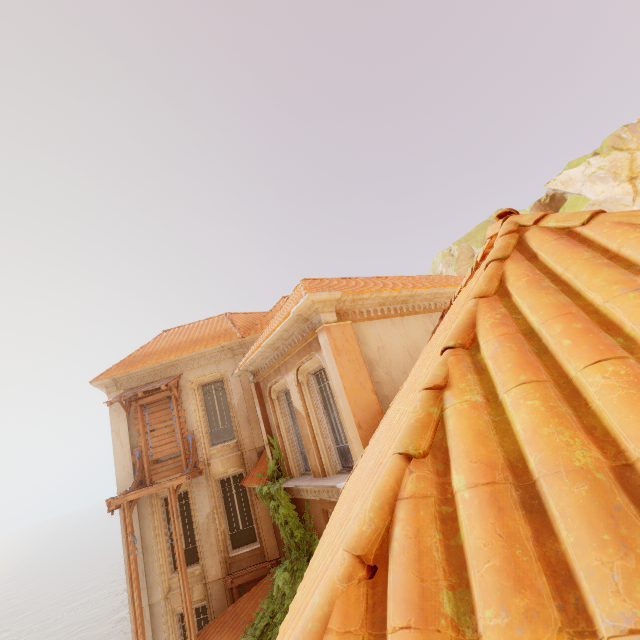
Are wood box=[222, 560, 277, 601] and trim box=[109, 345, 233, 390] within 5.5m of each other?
no

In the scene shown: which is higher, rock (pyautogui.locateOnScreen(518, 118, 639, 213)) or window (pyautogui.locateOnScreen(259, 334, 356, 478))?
rock (pyautogui.locateOnScreen(518, 118, 639, 213))

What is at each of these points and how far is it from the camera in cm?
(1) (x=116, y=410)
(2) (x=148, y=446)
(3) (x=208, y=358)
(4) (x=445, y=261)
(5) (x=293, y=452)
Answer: (1) column, 1319
(2) wood, 1279
(3) trim, 1378
(4) rock, 4444
(5) window, 1019

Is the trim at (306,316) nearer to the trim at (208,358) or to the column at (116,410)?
the trim at (208,358)

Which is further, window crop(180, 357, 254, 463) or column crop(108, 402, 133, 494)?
window crop(180, 357, 254, 463)

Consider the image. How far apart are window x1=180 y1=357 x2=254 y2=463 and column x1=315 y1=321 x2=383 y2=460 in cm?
718

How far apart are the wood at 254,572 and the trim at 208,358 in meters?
7.8 m

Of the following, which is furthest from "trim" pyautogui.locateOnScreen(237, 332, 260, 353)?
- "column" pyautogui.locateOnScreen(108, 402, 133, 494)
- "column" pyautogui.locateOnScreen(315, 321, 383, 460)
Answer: "column" pyautogui.locateOnScreen(315, 321, 383, 460)
